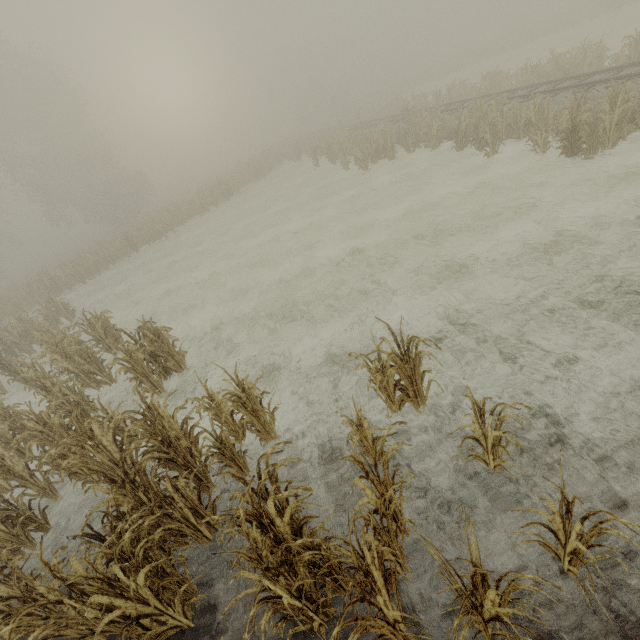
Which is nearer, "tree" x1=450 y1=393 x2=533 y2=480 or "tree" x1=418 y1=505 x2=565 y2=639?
"tree" x1=418 y1=505 x2=565 y2=639

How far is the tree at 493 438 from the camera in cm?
336

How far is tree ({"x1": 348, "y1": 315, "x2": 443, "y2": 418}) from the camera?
4.3 meters

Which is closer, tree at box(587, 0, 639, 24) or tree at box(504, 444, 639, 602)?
tree at box(504, 444, 639, 602)

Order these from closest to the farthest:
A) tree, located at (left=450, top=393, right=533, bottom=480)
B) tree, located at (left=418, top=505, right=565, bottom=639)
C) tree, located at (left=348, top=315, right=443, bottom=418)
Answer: tree, located at (left=418, top=505, right=565, bottom=639) < tree, located at (left=450, top=393, right=533, bottom=480) < tree, located at (left=348, top=315, right=443, bottom=418)

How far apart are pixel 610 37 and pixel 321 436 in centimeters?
3904cm
